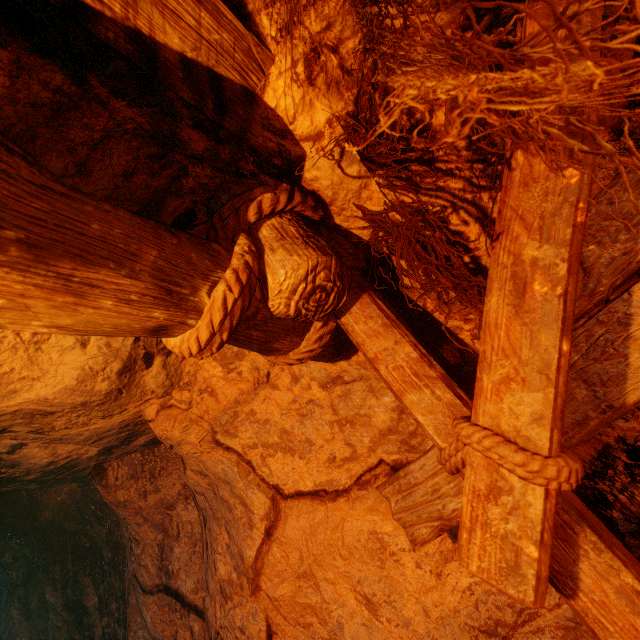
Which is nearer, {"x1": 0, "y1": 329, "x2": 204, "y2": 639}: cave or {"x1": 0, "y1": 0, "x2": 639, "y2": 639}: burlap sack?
{"x1": 0, "y1": 0, "x2": 639, "y2": 639}: burlap sack

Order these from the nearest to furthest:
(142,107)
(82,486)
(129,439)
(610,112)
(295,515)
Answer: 1. (610,112)
2. (142,107)
3. (295,515)
4. (129,439)
5. (82,486)

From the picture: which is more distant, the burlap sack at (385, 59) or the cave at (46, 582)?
the cave at (46, 582)

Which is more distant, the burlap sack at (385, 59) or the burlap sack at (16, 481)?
the burlap sack at (16, 481)

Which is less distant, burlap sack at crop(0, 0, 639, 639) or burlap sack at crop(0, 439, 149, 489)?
burlap sack at crop(0, 0, 639, 639)
